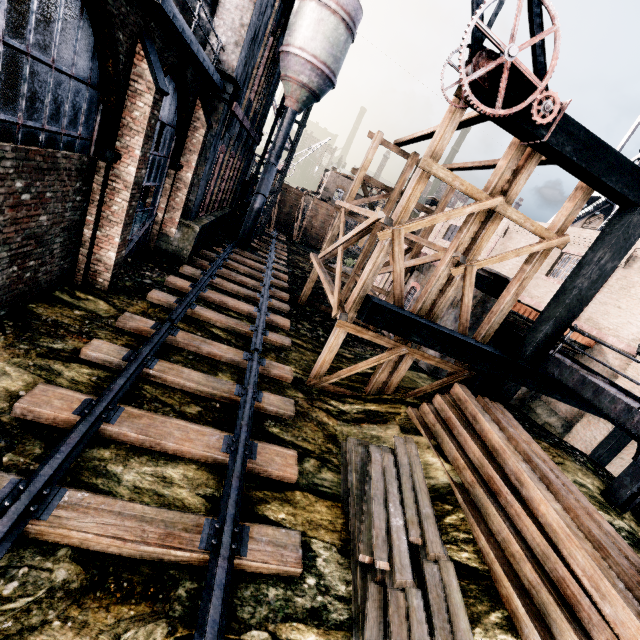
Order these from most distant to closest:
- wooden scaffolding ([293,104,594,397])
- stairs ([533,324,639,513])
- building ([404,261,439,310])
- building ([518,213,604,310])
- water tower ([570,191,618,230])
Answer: water tower ([570,191,618,230])
building ([404,261,439,310])
building ([518,213,604,310])
wooden scaffolding ([293,104,594,397])
stairs ([533,324,639,513])

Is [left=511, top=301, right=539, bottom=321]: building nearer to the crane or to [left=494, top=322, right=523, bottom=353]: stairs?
[left=494, top=322, right=523, bottom=353]: stairs

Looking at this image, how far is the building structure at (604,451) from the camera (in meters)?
12.55

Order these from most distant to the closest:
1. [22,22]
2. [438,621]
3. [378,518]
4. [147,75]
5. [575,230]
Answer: [575,230], [147,75], [378,518], [22,22], [438,621]

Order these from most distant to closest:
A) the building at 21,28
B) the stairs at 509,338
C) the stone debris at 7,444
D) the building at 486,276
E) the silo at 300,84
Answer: the silo at 300,84, the building at 486,276, the stairs at 509,338, the building at 21,28, the stone debris at 7,444

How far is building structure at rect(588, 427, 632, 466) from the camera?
12.6 meters

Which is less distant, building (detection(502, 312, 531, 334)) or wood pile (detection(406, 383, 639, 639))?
wood pile (detection(406, 383, 639, 639))

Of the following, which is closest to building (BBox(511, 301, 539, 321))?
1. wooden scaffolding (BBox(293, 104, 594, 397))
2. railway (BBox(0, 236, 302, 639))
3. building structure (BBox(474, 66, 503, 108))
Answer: building structure (BBox(474, 66, 503, 108))
